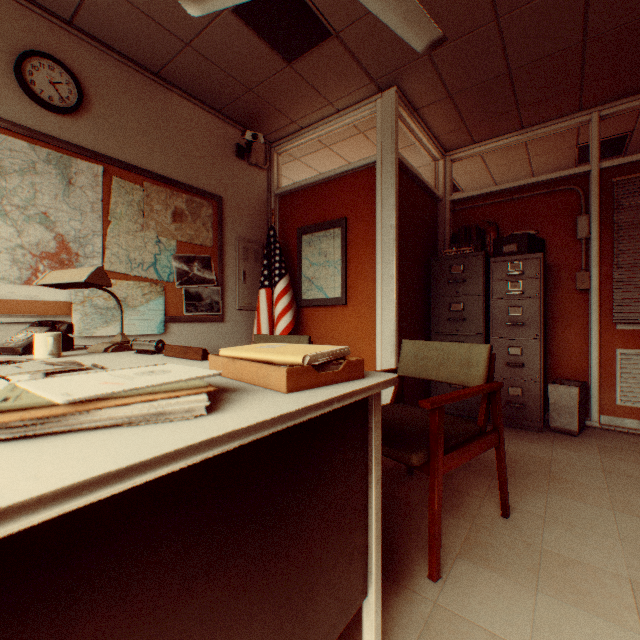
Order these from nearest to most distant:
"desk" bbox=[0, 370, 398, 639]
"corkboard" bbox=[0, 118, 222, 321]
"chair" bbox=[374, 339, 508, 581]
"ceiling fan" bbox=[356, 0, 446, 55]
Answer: "desk" bbox=[0, 370, 398, 639]
"chair" bbox=[374, 339, 508, 581]
"ceiling fan" bbox=[356, 0, 446, 55]
"corkboard" bbox=[0, 118, 222, 321]

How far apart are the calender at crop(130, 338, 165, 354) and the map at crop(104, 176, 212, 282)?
1.19m

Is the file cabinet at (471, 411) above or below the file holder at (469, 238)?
below

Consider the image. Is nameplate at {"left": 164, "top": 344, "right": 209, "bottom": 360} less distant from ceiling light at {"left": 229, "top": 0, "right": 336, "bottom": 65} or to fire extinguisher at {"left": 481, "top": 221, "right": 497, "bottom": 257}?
ceiling light at {"left": 229, "top": 0, "right": 336, "bottom": 65}

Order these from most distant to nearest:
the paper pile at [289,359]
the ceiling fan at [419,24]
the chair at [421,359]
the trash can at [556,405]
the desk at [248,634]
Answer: the trash can at [556,405] → the ceiling fan at [419,24] → the chair at [421,359] → the paper pile at [289,359] → the desk at [248,634]

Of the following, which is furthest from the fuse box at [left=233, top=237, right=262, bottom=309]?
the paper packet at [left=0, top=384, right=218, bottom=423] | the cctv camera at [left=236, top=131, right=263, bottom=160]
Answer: the paper packet at [left=0, top=384, right=218, bottom=423]

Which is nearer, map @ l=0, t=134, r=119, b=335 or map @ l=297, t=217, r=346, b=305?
map @ l=0, t=134, r=119, b=335

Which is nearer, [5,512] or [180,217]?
[5,512]
